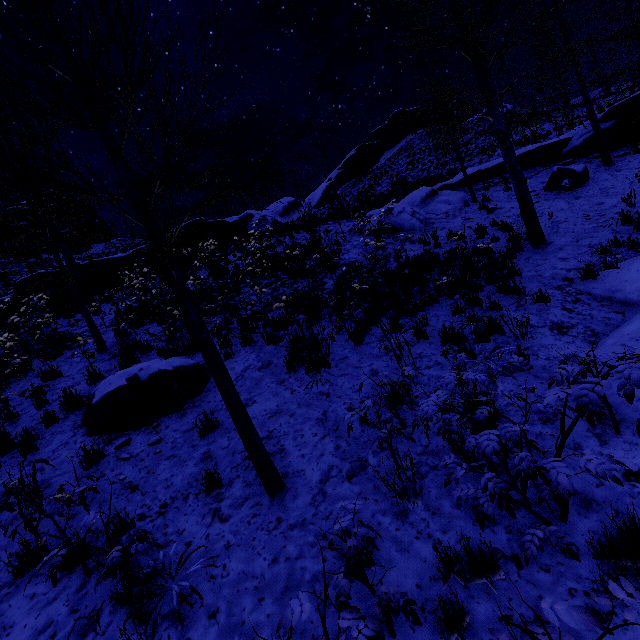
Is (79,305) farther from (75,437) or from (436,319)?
(436,319)

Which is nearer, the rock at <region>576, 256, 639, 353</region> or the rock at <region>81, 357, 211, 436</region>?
the rock at <region>576, 256, 639, 353</region>

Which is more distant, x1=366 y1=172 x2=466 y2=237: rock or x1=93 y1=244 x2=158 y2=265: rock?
x1=93 y1=244 x2=158 y2=265: rock

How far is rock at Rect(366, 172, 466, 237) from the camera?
13.52m

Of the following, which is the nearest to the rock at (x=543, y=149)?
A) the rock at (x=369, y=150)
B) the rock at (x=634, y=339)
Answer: the rock at (x=634, y=339)

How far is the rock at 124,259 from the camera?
16.33m

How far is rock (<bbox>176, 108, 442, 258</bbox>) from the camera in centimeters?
1930cm
